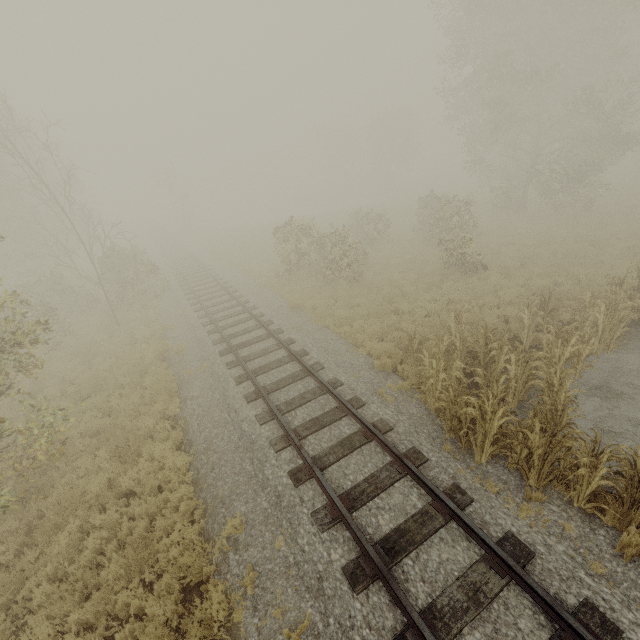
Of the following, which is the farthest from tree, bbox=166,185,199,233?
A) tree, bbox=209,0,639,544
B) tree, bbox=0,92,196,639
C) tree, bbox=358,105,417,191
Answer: tree, bbox=209,0,639,544

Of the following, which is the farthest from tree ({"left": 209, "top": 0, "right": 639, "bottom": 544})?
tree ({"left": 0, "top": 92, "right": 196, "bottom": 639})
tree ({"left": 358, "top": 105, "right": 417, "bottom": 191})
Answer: tree ({"left": 358, "top": 105, "right": 417, "bottom": 191})

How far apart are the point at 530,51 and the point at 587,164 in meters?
9.7 m

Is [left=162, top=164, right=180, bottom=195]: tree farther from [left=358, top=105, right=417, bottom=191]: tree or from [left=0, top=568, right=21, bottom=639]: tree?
[left=358, top=105, right=417, bottom=191]: tree

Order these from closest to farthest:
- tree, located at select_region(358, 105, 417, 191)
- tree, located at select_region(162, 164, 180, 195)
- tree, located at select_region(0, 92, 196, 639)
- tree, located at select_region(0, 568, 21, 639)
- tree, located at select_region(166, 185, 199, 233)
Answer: tree, located at select_region(0, 568, 21, 639), tree, located at select_region(0, 92, 196, 639), tree, located at select_region(162, 164, 180, 195), tree, located at select_region(166, 185, 199, 233), tree, located at select_region(358, 105, 417, 191)

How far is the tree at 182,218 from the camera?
41.0m

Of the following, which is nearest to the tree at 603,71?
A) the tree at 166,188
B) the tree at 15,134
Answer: the tree at 15,134

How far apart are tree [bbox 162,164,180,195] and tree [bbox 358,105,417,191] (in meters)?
31.32
